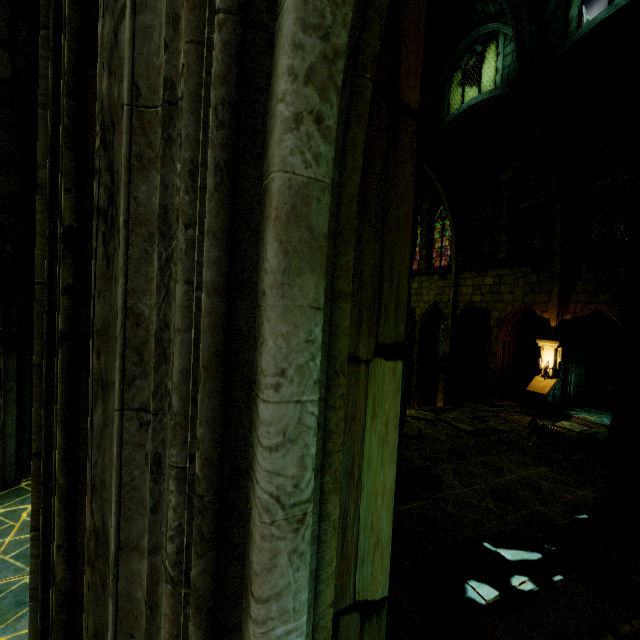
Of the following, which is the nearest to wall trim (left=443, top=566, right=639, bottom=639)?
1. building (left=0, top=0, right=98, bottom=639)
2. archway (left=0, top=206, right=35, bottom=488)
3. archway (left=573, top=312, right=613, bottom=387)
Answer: building (left=0, top=0, right=98, bottom=639)

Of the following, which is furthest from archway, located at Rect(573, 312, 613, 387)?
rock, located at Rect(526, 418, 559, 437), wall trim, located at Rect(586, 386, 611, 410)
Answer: rock, located at Rect(526, 418, 559, 437)

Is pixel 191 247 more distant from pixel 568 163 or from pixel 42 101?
pixel 568 163

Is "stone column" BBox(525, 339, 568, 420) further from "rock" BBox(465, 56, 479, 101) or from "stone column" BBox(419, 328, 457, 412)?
"stone column" BBox(419, 328, 457, 412)

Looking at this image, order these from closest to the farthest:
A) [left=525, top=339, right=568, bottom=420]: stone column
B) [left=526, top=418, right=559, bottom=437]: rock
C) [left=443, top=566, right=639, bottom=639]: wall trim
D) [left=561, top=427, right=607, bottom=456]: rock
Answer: [left=443, top=566, right=639, bottom=639]: wall trim < [left=561, top=427, right=607, bottom=456]: rock < [left=526, top=418, right=559, bottom=437]: rock < [left=525, top=339, right=568, bottom=420]: stone column

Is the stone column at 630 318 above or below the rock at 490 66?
below

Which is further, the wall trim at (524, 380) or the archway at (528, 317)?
the wall trim at (524, 380)

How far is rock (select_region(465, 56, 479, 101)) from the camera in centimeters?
2117cm
